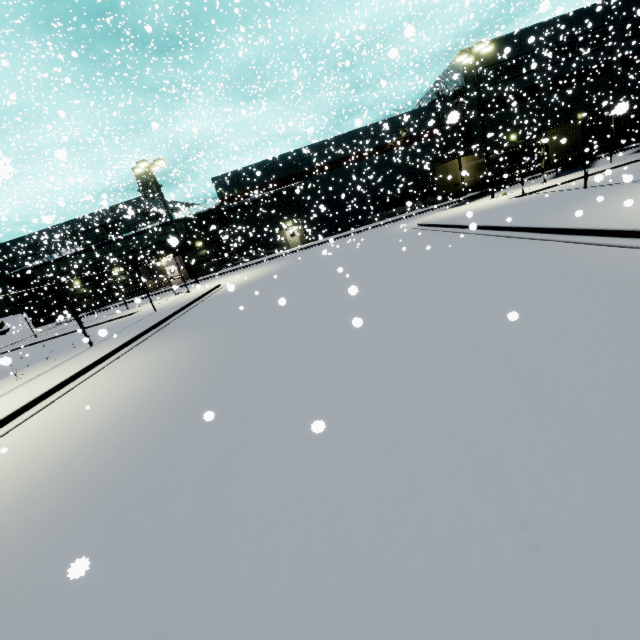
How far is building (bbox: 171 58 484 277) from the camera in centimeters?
3656cm

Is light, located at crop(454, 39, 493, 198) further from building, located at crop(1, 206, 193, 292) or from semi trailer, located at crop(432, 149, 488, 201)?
building, located at crop(1, 206, 193, 292)

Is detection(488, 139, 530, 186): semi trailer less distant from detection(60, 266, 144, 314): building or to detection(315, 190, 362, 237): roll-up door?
detection(60, 266, 144, 314): building

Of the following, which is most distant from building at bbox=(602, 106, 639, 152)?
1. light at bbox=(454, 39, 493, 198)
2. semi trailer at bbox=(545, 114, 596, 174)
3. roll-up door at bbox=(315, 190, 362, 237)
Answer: light at bbox=(454, 39, 493, 198)

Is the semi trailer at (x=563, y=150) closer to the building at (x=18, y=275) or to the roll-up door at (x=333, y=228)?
the building at (x=18, y=275)

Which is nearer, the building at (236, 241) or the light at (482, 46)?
the light at (482, 46)

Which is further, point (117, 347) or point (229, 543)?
point (117, 347)

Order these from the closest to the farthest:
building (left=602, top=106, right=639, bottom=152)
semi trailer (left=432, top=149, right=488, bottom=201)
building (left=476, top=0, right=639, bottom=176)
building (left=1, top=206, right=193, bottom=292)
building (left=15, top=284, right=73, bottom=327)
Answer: building (left=602, top=106, right=639, bottom=152)
semi trailer (left=432, top=149, right=488, bottom=201)
building (left=476, top=0, right=639, bottom=176)
building (left=1, top=206, right=193, bottom=292)
building (left=15, top=284, right=73, bottom=327)
